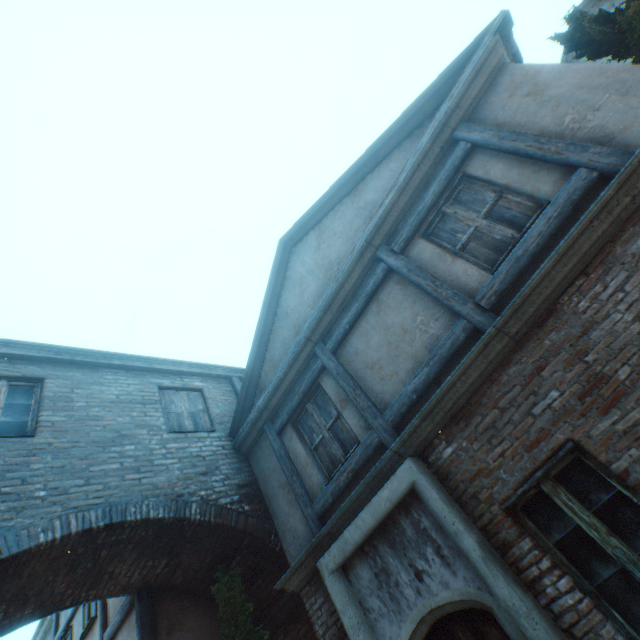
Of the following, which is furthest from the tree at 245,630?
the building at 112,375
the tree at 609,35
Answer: the tree at 609,35

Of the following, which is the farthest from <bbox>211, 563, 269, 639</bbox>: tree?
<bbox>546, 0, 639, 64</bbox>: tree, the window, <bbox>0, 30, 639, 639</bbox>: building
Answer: <bbox>546, 0, 639, 64</bbox>: tree

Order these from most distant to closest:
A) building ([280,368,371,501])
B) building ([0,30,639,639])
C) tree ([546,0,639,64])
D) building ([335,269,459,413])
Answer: building ([280,368,371,501]), building ([335,269,459,413]), tree ([546,0,639,64]), building ([0,30,639,639])

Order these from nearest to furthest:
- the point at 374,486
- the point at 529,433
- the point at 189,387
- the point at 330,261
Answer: the point at 529,433, the point at 374,486, the point at 330,261, the point at 189,387

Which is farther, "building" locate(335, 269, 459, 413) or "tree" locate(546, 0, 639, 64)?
"building" locate(335, 269, 459, 413)

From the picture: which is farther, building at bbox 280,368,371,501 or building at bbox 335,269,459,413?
building at bbox 280,368,371,501

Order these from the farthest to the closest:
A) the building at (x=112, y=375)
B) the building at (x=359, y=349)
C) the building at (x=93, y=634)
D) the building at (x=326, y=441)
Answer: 1. the building at (x=93, y=634)
2. the building at (x=326, y=441)
3. the building at (x=359, y=349)
4. the building at (x=112, y=375)

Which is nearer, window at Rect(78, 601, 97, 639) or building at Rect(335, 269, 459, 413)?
building at Rect(335, 269, 459, 413)
